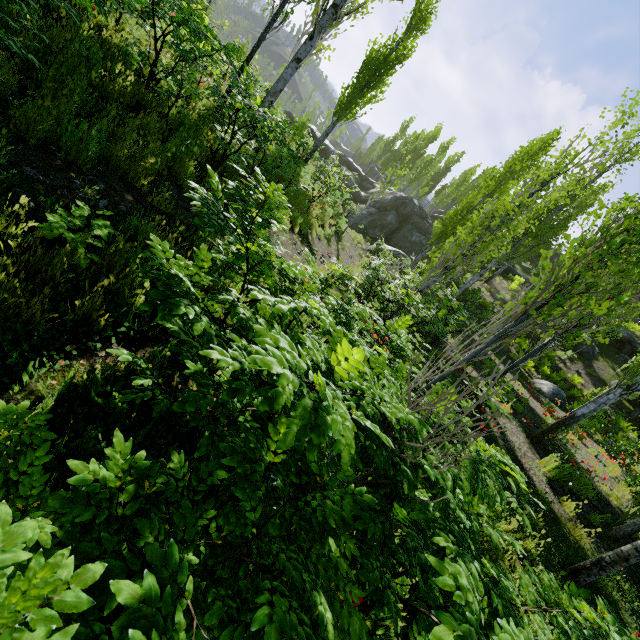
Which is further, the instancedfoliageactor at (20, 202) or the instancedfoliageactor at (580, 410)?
the instancedfoliageactor at (580, 410)

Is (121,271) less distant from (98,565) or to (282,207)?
(282,207)

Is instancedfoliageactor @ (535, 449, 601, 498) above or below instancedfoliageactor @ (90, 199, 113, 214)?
above

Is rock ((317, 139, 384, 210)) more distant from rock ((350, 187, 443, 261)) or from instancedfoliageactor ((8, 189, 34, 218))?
rock ((350, 187, 443, 261))

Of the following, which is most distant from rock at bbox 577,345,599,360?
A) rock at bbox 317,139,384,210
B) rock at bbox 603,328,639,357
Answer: rock at bbox 317,139,384,210

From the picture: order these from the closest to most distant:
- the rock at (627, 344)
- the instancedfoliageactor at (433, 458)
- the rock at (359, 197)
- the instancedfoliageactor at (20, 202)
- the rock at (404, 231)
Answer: the instancedfoliageactor at (433, 458) → the instancedfoliageactor at (20, 202) → the rock at (627, 344) → the rock at (404, 231) → the rock at (359, 197)

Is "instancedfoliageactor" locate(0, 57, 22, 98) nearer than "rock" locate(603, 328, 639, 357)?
Yes

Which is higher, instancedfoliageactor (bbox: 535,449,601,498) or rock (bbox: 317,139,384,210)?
rock (bbox: 317,139,384,210)
